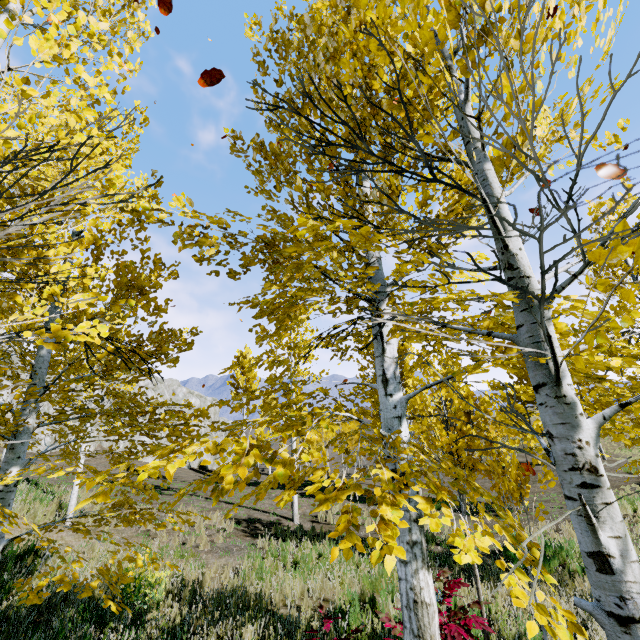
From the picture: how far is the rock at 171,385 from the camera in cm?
3381

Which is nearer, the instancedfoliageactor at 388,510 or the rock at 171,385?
the instancedfoliageactor at 388,510

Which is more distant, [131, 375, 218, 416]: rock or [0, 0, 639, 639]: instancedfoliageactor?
[131, 375, 218, 416]: rock

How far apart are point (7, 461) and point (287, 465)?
3.4 meters

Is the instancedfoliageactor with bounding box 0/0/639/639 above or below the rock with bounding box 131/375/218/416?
below

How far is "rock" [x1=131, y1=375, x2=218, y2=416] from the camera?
33.8 meters
